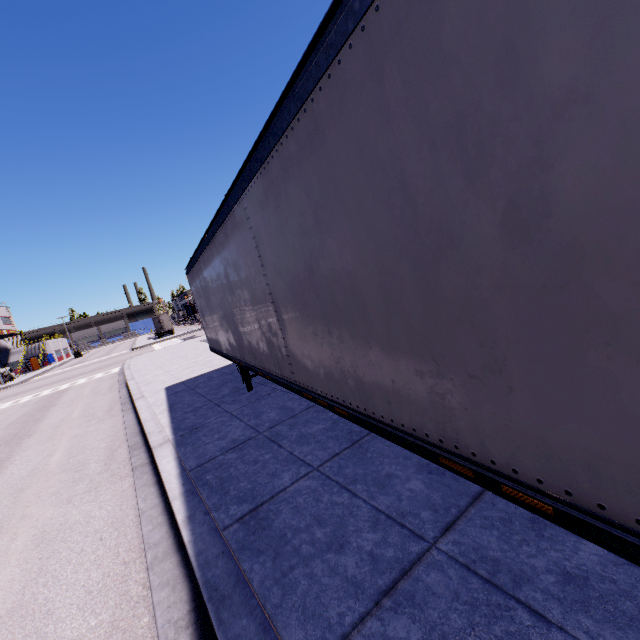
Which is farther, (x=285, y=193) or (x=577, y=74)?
(x=285, y=193)
